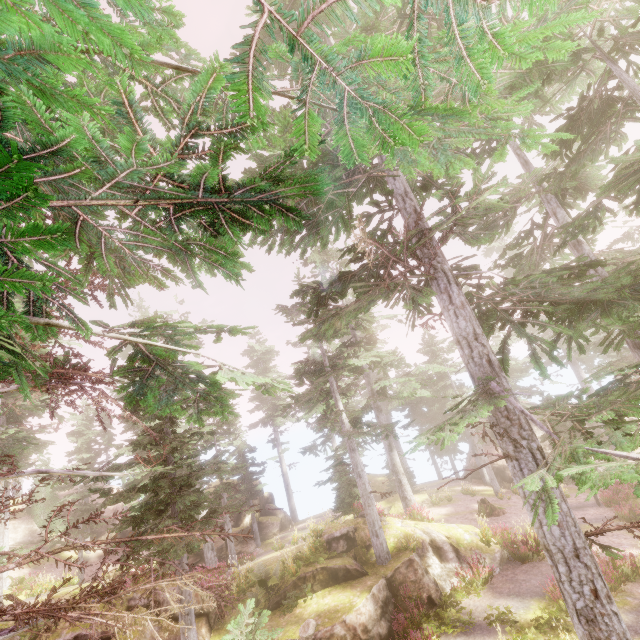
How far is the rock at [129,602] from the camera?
12.3m

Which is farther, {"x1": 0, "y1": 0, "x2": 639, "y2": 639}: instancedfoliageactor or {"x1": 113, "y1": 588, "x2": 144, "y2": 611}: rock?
{"x1": 113, "y1": 588, "x2": 144, "y2": 611}: rock

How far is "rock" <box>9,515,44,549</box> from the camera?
25.6 meters

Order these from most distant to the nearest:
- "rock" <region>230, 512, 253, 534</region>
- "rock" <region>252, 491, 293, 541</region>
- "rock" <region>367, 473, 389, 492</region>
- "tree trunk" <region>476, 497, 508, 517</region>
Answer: "rock" <region>367, 473, 389, 492</region> → "rock" <region>252, 491, 293, 541</region> → "rock" <region>230, 512, 253, 534</region> → "tree trunk" <region>476, 497, 508, 517</region>

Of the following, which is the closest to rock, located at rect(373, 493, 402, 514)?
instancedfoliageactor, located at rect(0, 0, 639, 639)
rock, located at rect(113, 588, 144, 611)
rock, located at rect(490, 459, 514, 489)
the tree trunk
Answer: instancedfoliageactor, located at rect(0, 0, 639, 639)

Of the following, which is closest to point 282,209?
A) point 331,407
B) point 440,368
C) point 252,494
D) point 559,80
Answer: point 559,80

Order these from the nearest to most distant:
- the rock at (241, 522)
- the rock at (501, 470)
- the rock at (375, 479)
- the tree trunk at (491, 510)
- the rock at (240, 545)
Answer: the tree trunk at (491, 510), the rock at (240, 545), the rock at (501, 470), the rock at (241, 522), the rock at (375, 479)

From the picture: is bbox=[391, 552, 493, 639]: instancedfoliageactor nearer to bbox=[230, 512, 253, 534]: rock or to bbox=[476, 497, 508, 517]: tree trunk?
→ bbox=[230, 512, 253, 534]: rock
